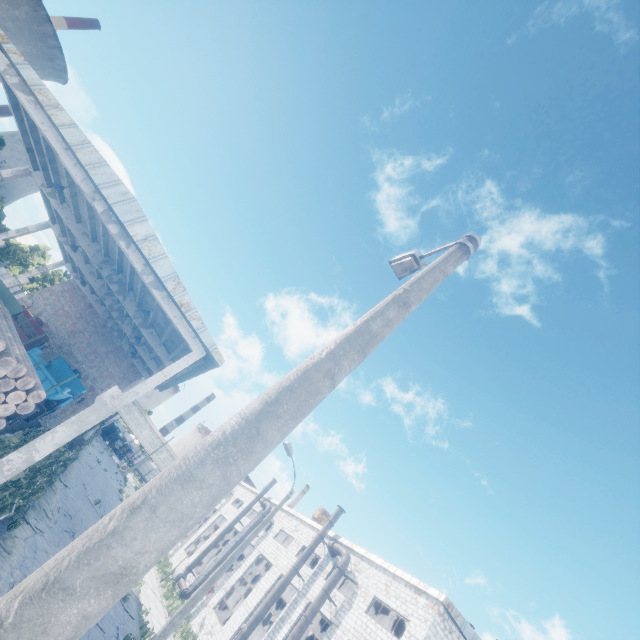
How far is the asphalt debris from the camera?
14.96m

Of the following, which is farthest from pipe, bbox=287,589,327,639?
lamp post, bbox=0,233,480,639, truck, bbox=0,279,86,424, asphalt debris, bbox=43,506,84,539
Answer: lamp post, bbox=0,233,480,639

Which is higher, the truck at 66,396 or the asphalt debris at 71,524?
the truck at 66,396

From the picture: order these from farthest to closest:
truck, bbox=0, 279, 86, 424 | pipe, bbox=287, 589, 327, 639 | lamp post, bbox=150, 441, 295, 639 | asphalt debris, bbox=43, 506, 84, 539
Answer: pipe, bbox=287, 589, 327, 639, asphalt debris, bbox=43, 506, 84, 539, lamp post, bbox=150, 441, 295, 639, truck, bbox=0, 279, 86, 424

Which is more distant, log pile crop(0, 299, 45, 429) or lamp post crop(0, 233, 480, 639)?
log pile crop(0, 299, 45, 429)

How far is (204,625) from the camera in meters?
25.1 m

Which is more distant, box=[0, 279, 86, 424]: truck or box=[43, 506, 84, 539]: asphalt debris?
box=[43, 506, 84, 539]: asphalt debris

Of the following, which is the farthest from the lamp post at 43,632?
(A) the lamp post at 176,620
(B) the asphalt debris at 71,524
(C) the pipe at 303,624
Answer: (C) the pipe at 303,624
